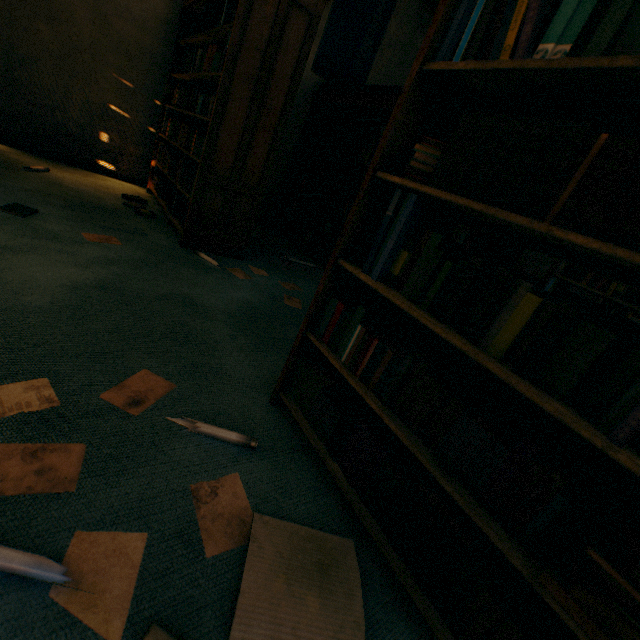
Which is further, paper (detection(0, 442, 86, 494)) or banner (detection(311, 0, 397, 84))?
banner (detection(311, 0, 397, 84))

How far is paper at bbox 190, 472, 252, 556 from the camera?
0.9m

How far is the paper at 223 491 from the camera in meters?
0.9

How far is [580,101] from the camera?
0.8 meters

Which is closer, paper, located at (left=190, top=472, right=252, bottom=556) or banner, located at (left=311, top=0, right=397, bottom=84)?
paper, located at (left=190, top=472, right=252, bottom=556)

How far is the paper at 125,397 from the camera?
1.15m

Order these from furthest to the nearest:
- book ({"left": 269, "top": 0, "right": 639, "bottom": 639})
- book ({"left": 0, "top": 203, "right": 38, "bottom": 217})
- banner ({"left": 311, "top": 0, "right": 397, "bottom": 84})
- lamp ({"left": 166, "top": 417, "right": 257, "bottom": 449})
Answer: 1. banner ({"left": 311, "top": 0, "right": 397, "bottom": 84})
2. book ({"left": 0, "top": 203, "right": 38, "bottom": 217})
3. lamp ({"left": 166, "top": 417, "right": 257, "bottom": 449})
4. book ({"left": 269, "top": 0, "right": 639, "bottom": 639})

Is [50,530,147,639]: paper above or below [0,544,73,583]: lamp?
below
